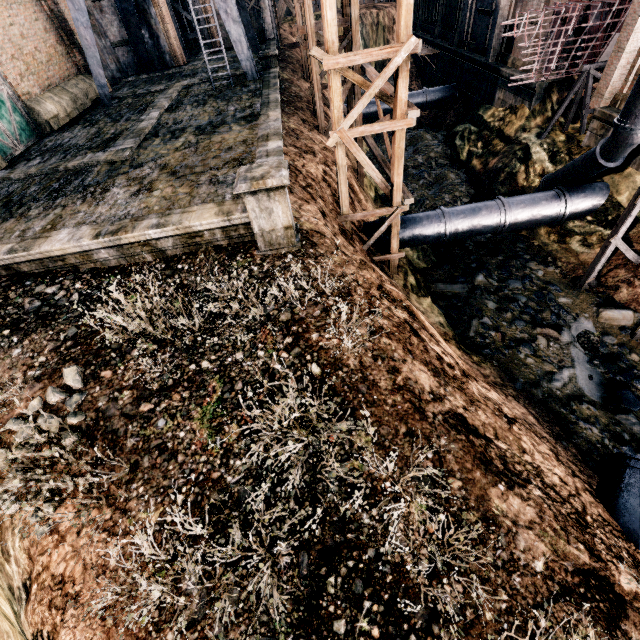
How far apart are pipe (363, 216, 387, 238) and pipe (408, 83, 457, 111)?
18.4m

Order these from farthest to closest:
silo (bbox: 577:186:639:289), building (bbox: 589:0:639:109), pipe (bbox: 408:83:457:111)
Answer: pipe (bbox: 408:83:457:111)
building (bbox: 589:0:639:109)
silo (bbox: 577:186:639:289)

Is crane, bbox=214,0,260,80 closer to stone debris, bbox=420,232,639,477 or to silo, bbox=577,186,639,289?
stone debris, bbox=420,232,639,477

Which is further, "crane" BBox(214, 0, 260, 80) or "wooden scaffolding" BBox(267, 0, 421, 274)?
"crane" BBox(214, 0, 260, 80)

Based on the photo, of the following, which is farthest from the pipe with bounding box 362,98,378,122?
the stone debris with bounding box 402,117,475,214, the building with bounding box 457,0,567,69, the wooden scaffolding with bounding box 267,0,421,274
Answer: the wooden scaffolding with bounding box 267,0,421,274

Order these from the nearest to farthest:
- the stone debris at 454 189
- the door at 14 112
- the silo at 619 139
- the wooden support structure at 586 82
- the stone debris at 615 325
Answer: the stone debris at 615 325
the silo at 619 139
the door at 14 112
the wooden support structure at 586 82
the stone debris at 454 189

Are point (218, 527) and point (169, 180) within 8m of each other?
no

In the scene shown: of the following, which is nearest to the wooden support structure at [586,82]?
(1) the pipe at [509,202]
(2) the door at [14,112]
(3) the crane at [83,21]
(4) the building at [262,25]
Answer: (1) the pipe at [509,202]
